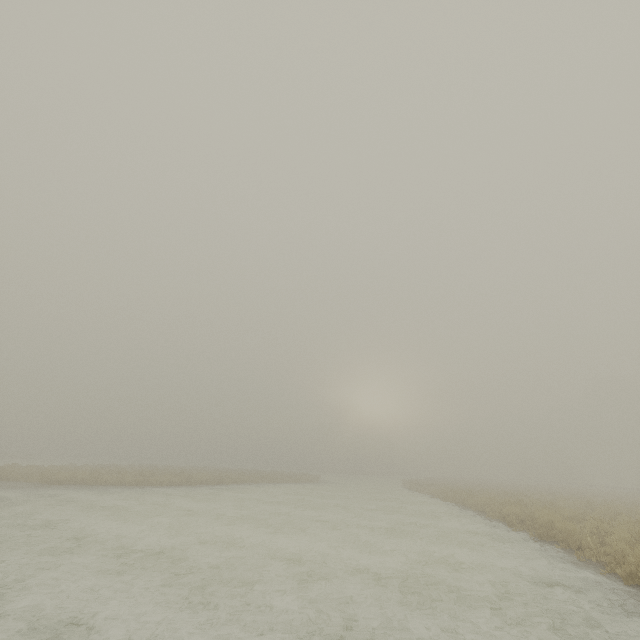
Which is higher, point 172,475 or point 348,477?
point 172,475
